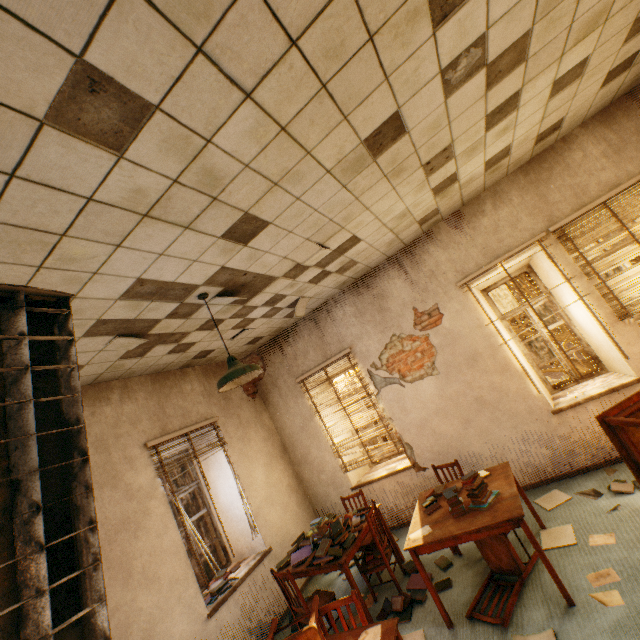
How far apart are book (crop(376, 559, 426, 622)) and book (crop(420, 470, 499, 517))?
1.1 meters

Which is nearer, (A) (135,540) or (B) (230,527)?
(A) (135,540)

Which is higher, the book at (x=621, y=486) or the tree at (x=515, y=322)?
the tree at (x=515, y=322)

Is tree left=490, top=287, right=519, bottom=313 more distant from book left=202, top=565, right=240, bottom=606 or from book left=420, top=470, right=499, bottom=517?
book left=202, top=565, right=240, bottom=606

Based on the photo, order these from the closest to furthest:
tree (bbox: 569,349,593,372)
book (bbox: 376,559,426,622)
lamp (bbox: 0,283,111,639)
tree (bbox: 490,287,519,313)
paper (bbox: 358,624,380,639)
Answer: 1. lamp (bbox: 0,283,111,639)
2. paper (bbox: 358,624,380,639)
3. book (bbox: 376,559,426,622)
4. tree (bbox: 569,349,593,372)
5. tree (bbox: 490,287,519,313)

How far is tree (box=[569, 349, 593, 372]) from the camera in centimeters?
698cm

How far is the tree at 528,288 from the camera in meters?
9.2 m

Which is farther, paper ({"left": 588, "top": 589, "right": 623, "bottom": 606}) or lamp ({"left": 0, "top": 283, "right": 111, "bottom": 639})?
paper ({"left": 588, "top": 589, "right": 623, "bottom": 606})
